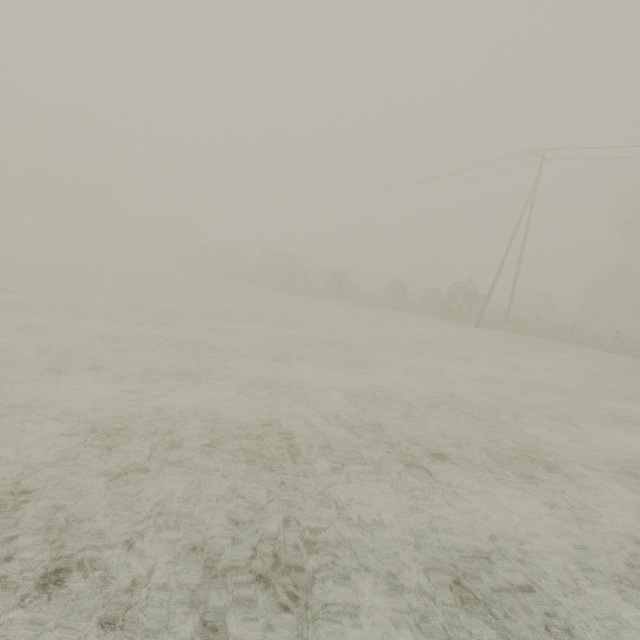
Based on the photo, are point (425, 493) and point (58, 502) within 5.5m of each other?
yes
